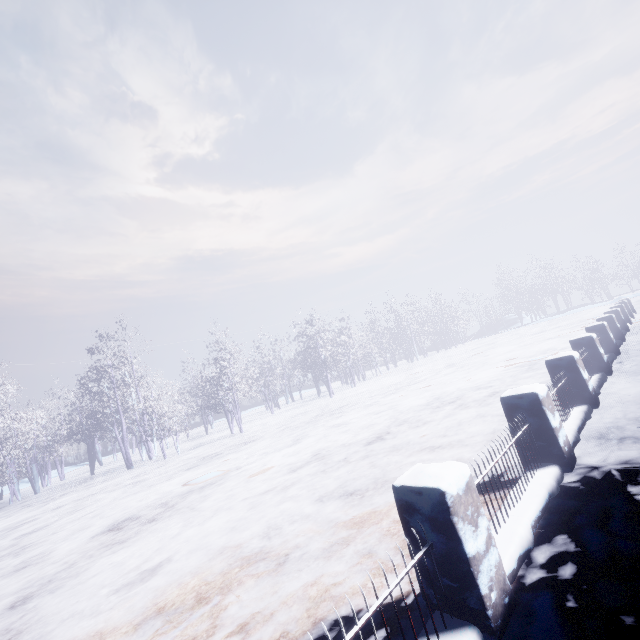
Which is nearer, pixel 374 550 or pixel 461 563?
pixel 461 563
